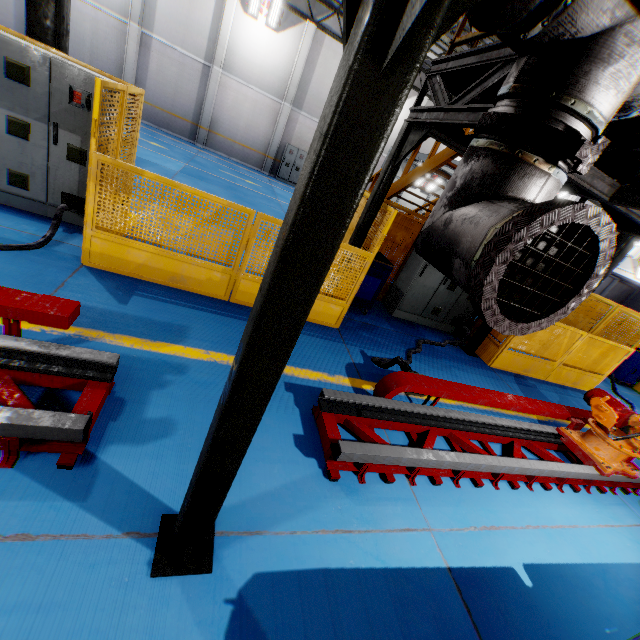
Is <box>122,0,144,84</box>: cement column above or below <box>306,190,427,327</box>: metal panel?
above

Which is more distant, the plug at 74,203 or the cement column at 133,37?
the cement column at 133,37

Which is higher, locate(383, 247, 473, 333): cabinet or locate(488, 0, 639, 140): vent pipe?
locate(488, 0, 639, 140): vent pipe

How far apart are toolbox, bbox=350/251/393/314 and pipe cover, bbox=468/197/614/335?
4.75m

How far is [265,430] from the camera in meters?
3.3 m

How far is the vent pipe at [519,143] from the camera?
1.4m

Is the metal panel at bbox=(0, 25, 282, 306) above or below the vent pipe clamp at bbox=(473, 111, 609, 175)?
below

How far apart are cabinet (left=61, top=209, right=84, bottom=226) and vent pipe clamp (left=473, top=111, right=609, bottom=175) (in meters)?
5.15
